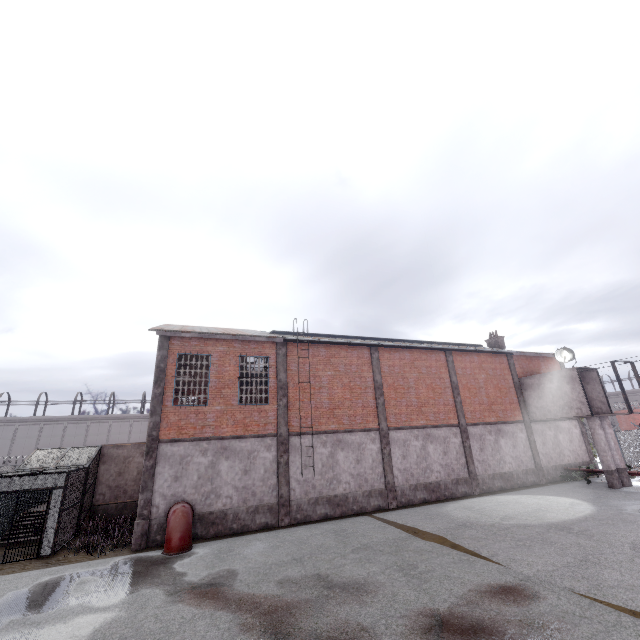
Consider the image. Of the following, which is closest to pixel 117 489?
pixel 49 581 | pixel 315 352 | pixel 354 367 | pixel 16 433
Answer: pixel 49 581

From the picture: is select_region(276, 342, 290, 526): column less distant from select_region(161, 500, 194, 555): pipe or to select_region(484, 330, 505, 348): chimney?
select_region(161, 500, 194, 555): pipe

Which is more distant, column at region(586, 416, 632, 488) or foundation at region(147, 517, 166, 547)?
column at region(586, 416, 632, 488)

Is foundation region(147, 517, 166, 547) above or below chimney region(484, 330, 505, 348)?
below

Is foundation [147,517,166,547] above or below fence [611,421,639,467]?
below

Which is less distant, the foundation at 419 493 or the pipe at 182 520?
the pipe at 182 520

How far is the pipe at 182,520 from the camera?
11.94m

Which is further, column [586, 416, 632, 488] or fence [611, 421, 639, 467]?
fence [611, 421, 639, 467]
